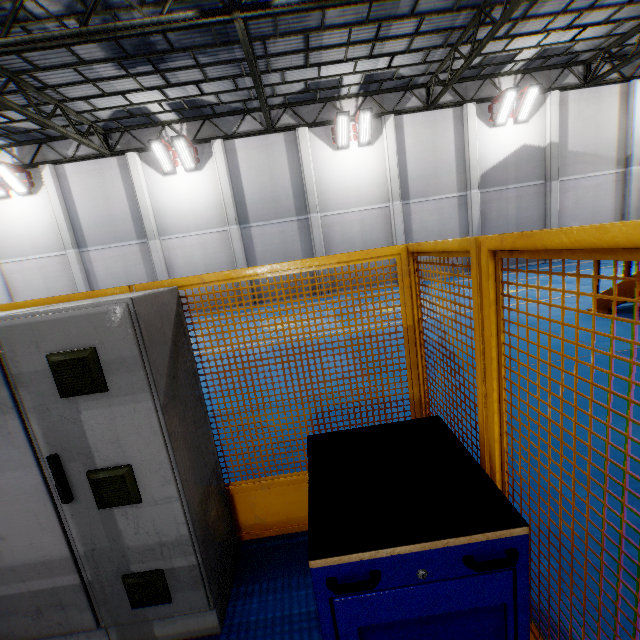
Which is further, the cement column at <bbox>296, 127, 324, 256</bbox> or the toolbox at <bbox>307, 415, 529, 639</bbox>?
the cement column at <bbox>296, 127, 324, 256</bbox>

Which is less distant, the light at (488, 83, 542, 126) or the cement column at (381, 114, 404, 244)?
the light at (488, 83, 542, 126)

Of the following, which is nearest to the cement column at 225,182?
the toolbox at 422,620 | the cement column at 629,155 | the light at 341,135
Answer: the light at 341,135

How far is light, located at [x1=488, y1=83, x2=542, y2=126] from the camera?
14.14m

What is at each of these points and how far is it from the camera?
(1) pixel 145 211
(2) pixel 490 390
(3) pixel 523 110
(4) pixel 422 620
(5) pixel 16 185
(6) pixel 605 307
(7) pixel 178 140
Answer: (1) cement column, 15.3 meters
(2) metal panel, 1.4 meters
(3) light, 14.9 meters
(4) toolbox, 1.2 meters
(5) light, 14.7 meters
(6) metal stair, 7.3 meters
(7) light, 14.0 meters

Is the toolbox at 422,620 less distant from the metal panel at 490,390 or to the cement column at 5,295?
the metal panel at 490,390

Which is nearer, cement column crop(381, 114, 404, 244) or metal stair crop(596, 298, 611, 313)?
metal stair crop(596, 298, 611, 313)

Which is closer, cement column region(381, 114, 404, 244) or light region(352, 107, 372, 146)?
light region(352, 107, 372, 146)
